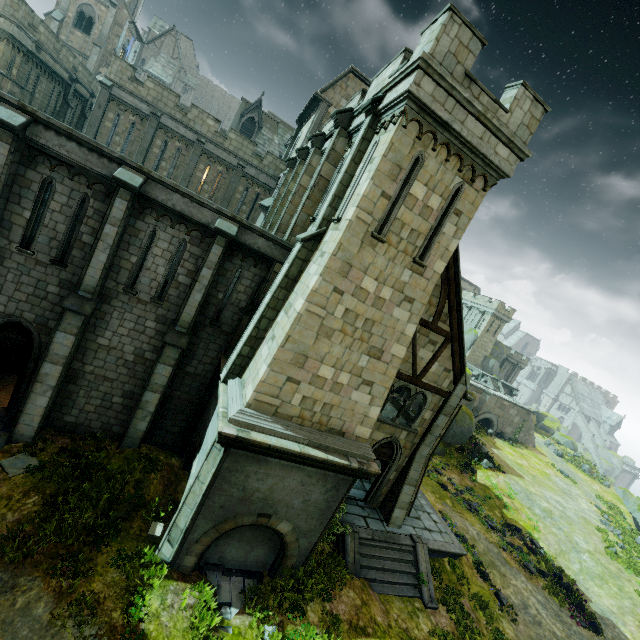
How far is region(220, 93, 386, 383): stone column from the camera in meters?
9.9 m

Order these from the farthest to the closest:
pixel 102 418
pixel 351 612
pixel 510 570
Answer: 1. pixel 510 570
2. pixel 102 418
3. pixel 351 612

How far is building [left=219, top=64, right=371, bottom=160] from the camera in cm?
2281

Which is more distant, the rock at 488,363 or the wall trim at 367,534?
the rock at 488,363

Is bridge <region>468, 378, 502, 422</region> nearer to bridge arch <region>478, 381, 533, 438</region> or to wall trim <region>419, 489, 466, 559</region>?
bridge arch <region>478, 381, 533, 438</region>

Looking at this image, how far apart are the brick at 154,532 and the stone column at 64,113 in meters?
32.2

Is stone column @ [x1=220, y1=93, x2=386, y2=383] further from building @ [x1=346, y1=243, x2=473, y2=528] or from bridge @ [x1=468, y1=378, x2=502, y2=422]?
bridge @ [x1=468, y1=378, x2=502, y2=422]

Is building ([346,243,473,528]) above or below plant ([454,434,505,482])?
above
